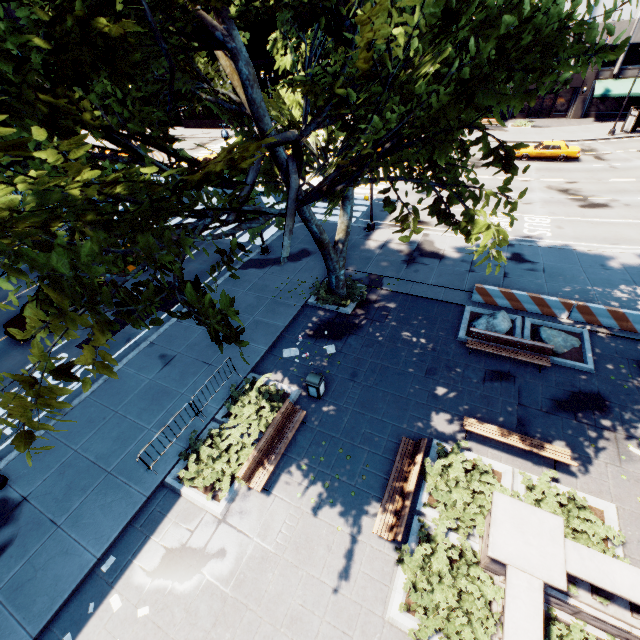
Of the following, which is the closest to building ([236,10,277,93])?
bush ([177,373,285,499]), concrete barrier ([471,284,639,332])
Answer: concrete barrier ([471,284,639,332])

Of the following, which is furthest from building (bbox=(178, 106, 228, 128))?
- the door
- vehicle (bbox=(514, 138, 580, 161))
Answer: vehicle (bbox=(514, 138, 580, 161))

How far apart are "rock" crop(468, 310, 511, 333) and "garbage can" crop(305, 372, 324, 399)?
6.9 meters

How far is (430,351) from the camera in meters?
A: 13.7

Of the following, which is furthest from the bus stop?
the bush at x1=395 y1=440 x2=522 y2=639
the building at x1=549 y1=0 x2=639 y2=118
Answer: the bush at x1=395 y1=440 x2=522 y2=639

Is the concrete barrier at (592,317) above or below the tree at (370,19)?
below

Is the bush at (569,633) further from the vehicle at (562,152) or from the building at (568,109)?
the building at (568,109)

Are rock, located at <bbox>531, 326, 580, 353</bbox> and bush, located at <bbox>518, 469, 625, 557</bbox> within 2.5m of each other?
no
